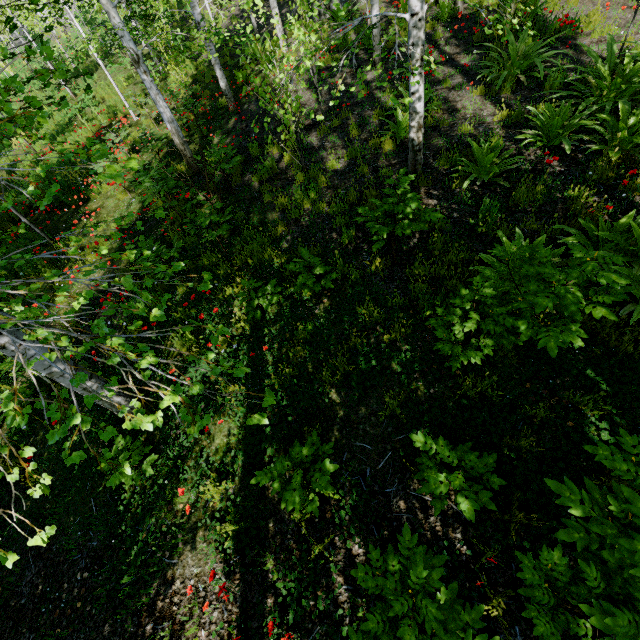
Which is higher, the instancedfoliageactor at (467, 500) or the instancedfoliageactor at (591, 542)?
the instancedfoliageactor at (591, 542)

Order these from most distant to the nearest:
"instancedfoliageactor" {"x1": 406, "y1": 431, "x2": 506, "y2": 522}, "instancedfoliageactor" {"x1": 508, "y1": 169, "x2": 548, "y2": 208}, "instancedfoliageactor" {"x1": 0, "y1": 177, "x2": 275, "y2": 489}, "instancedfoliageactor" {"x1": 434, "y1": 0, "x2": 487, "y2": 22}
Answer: "instancedfoliageactor" {"x1": 508, "y1": 169, "x2": 548, "y2": 208}
"instancedfoliageactor" {"x1": 434, "y1": 0, "x2": 487, "y2": 22}
"instancedfoliageactor" {"x1": 406, "y1": 431, "x2": 506, "y2": 522}
"instancedfoliageactor" {"x1": 0, "y1": 177, "x2": 275, "y2": 489}

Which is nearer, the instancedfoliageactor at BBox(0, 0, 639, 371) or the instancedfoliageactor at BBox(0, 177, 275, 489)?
the instancedfoliageactor at BBox(0, 177, 275, 489)

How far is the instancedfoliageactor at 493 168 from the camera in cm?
496

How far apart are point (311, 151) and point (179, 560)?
7.7 meters

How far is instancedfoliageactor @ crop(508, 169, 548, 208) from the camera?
4.5m
